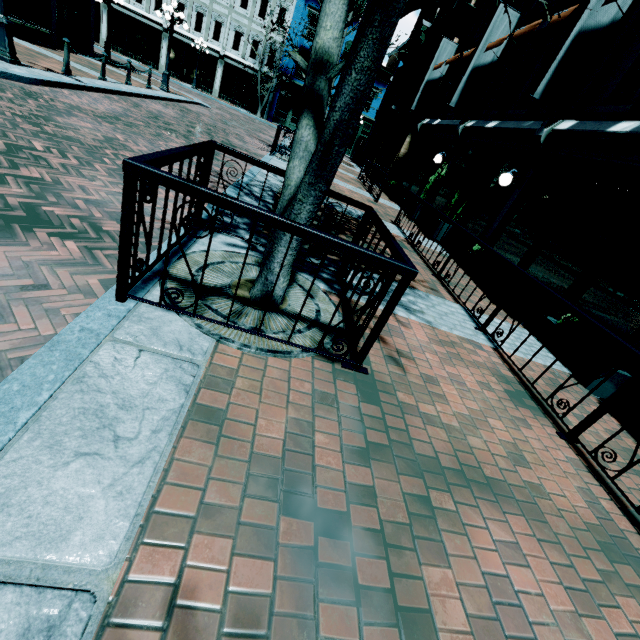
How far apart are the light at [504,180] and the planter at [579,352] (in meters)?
4.09

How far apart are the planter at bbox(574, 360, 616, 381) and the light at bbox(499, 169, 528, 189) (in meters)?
4.09

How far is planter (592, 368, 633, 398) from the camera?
4.6 meters

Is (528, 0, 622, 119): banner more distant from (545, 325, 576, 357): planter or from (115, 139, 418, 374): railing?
(115, 139, 418, 374): railing

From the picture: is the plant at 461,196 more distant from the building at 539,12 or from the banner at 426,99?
the banner at 426,99

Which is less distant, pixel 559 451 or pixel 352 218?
pixel 559 451

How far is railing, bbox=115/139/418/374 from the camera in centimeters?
205cm

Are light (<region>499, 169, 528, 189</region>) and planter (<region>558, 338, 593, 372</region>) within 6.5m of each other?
yes
